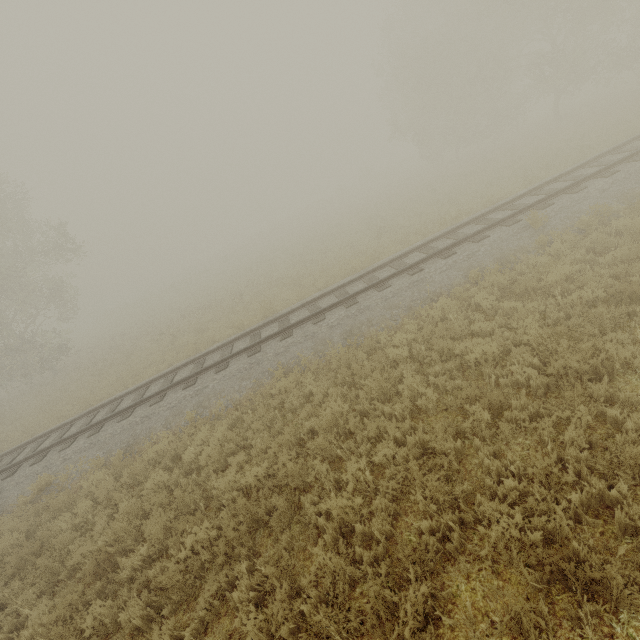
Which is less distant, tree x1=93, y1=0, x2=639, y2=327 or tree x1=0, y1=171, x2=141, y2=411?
tree x1=0, y1=171, x2=141, y2=411

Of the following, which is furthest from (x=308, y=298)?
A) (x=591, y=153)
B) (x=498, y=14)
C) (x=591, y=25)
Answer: (x=591, y=25)

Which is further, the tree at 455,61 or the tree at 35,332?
the tree at 455,61
